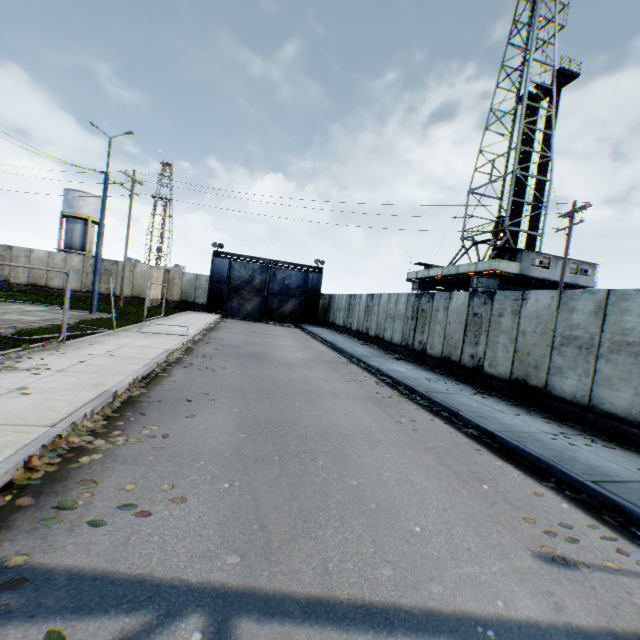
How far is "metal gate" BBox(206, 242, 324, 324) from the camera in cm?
3131

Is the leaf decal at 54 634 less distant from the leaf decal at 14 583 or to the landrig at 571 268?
the leaf decal at 14 583

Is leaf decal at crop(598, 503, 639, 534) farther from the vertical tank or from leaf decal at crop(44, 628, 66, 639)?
the vertical tank

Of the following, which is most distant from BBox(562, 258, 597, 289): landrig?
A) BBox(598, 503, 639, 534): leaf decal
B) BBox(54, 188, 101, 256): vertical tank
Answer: BBox(54, 188, 101, 256): vertical tank

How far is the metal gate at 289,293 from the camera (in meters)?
31.31

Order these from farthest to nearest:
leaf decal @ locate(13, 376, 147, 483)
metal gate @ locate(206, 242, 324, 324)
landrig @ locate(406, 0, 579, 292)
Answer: metal gate @ locate(206, 242, 324, 324) < landrig @ locate(406, 0, 579, 292) < leaf decal @ locate(13, 376, 147, 483)

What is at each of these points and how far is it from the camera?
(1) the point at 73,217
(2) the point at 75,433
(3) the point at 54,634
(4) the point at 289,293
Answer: (1) vertical tank, 40.6m
(2) leaf decal, 4.7m
(3) leaf decal, 2.1m
(4) metal gate, 33.0m

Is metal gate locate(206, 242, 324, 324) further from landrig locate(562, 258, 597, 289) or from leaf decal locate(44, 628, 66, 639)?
leaf decal locate(44, 628, 66, 639)
